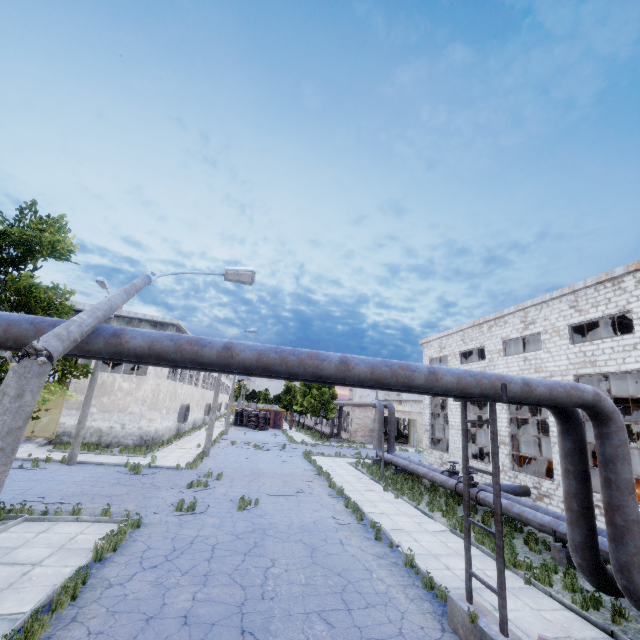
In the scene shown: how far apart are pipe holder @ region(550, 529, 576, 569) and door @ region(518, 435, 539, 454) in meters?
22.1

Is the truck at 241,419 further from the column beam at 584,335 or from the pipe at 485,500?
the column beam at 584,335

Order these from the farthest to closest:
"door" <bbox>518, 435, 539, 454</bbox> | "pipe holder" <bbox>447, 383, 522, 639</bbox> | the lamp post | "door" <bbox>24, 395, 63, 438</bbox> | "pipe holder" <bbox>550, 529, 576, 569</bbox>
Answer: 1. "door" <bbox>518, 435, 539, 454</bbox>
2. "door" <bbox>24, 395, 63, 438</bbox>
3. "pipe holder" <bbox>550, 529, 576, 569</bbox>
4. "pipe holder" <bbox>447, 383, 522, 639</bbox>
5. the lamp post

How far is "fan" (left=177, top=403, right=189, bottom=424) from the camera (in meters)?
32.38

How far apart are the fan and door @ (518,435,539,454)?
31.9m

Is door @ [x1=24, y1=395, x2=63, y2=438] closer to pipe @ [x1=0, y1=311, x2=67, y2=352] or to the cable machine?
pipe @ [x1=0, y1=311, x2=67, y2=352]

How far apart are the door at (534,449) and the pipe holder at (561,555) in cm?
2208

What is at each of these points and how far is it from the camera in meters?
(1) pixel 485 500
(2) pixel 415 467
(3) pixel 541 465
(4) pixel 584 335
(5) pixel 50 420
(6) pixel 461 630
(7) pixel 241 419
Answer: (1) pipe, 14.1 m
(2) pipe, 20.4 m
(3) cable machine, 20.4 m
(4) column beam, 22.6 m
(5) door, 23.4 m
(6) pipe holder, 6.5 m
(7) truck, 54.5 m
